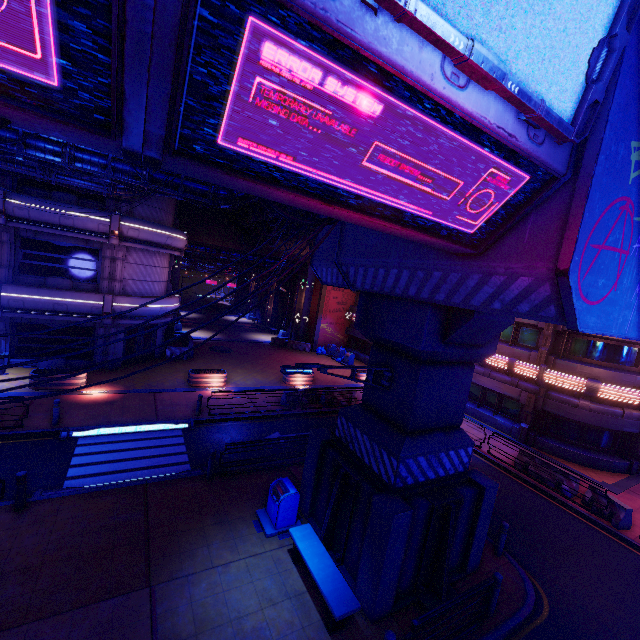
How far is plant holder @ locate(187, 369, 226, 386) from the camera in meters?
19.2

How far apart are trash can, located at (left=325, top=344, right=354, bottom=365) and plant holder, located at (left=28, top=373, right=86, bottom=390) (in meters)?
20.21

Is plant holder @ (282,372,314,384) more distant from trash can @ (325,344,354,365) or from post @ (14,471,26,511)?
post @ (14,471,26,511)

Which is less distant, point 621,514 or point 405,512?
point 405,512

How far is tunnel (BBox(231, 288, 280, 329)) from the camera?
42.56m

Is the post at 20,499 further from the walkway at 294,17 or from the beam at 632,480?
the beam at 632,480

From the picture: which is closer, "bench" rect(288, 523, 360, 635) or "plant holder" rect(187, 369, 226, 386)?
"bench" rect(288, 523, 360, 635)

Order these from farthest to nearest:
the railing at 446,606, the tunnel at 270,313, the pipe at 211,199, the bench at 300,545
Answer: the tunnel at 270,313 → the pipe at 211,199 → the bench at 300,545 → the railing at 446,606
